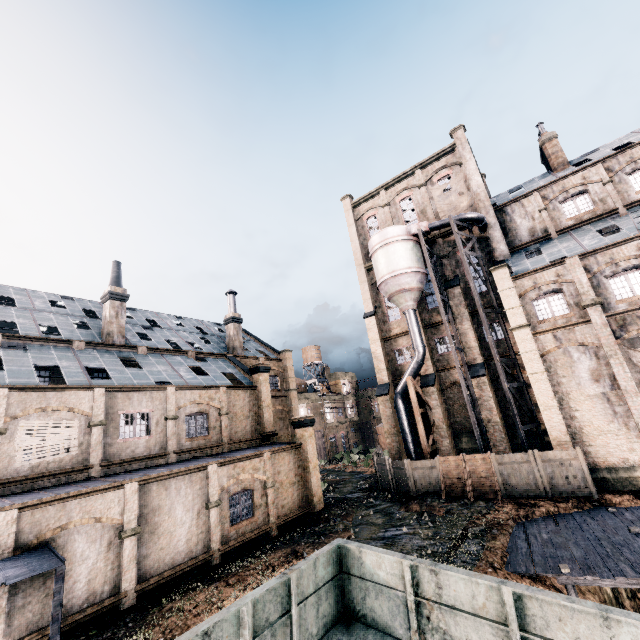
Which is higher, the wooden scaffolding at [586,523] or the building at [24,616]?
the building at [24,616]

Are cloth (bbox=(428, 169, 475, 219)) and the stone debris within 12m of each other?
no

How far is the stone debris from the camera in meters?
19.6 m

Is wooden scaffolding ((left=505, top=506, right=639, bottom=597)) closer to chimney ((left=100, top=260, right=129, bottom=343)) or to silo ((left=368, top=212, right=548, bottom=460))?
silo ((left=368, top=212, right=548, bottom=460))

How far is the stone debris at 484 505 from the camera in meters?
19.6

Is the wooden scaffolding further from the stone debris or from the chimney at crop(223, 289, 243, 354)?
the chimney at crop(223, 289, 243, 354)

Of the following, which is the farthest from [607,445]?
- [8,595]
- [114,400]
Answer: [114,400]

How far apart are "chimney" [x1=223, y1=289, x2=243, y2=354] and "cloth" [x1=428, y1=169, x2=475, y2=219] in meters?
24.2
